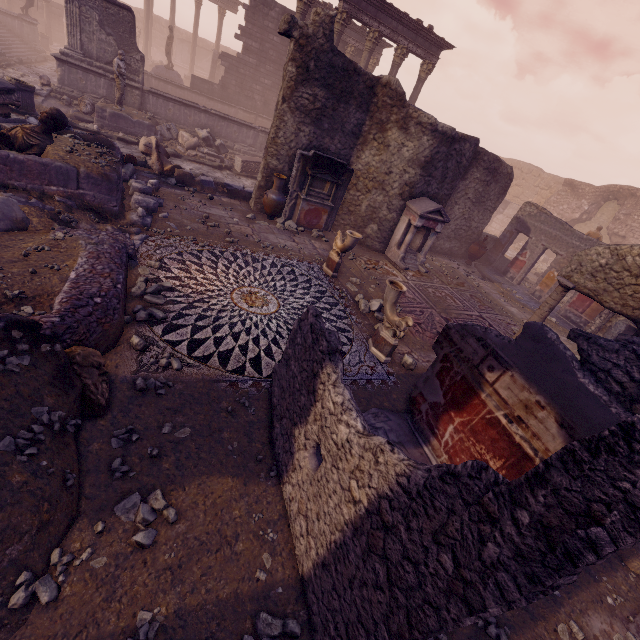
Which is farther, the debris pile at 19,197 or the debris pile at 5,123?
the debris pile at 5,123

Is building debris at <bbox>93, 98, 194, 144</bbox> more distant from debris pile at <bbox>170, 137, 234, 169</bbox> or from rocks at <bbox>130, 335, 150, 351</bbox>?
rocks at <bbox>130, 335, 150, 351</bbox>

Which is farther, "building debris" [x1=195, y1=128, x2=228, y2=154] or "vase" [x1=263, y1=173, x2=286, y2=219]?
"building debris" [x1=195, y1=128, x2=228, y2=154]

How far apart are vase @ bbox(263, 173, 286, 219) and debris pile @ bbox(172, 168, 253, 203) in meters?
1.0 m

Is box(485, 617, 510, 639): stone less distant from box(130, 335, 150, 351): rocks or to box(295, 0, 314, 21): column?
box(130, 335, 150, 351): rocks

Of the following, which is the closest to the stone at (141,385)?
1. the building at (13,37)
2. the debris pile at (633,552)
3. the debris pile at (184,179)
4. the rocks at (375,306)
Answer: the rocks at (375,306)

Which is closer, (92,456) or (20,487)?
(20,487)

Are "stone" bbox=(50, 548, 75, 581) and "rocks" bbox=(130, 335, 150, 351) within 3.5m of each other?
yes
